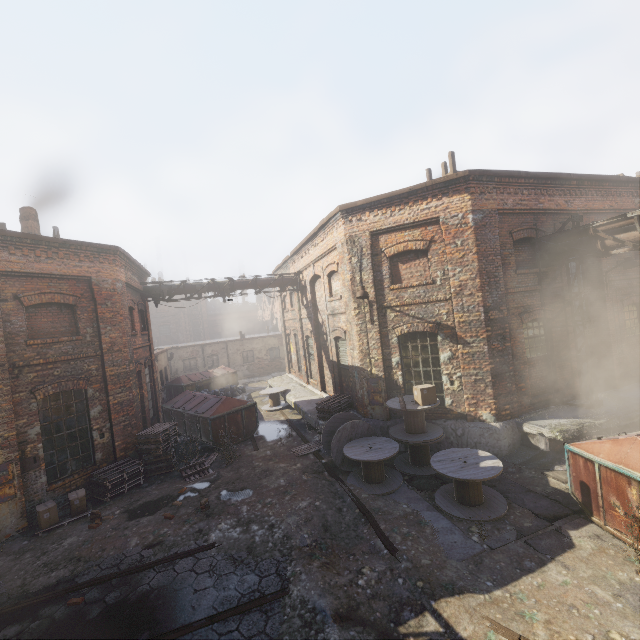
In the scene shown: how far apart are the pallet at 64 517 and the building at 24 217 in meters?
8.7

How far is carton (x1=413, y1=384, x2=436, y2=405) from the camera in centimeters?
902cm

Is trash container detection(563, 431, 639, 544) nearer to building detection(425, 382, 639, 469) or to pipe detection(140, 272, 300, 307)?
building detection(425, 382, 639, 469)

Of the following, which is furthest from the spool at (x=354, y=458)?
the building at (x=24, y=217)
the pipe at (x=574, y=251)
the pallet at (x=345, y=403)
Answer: the building at (x=24, y=217)

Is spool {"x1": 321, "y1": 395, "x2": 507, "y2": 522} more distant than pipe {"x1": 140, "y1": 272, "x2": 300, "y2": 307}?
No

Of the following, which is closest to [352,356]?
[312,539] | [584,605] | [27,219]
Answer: [312,539]

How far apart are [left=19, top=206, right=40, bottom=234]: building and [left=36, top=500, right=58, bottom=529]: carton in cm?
983

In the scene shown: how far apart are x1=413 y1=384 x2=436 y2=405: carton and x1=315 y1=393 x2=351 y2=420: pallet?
3.54m
